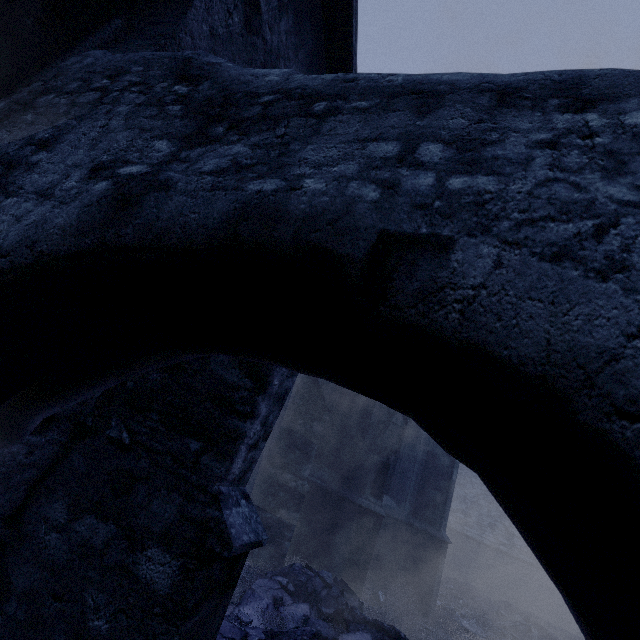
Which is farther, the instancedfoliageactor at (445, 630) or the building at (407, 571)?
the instancedfoliageactor at (445, 630)

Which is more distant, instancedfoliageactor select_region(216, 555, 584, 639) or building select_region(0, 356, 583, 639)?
instancedfoliageactor select_region(216, 555, 584, 639)

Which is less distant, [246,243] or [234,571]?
[246,243]

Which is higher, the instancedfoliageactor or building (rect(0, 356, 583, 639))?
building (rect(0, 356, 583, 639))

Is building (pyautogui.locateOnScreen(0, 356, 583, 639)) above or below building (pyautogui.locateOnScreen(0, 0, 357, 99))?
below
